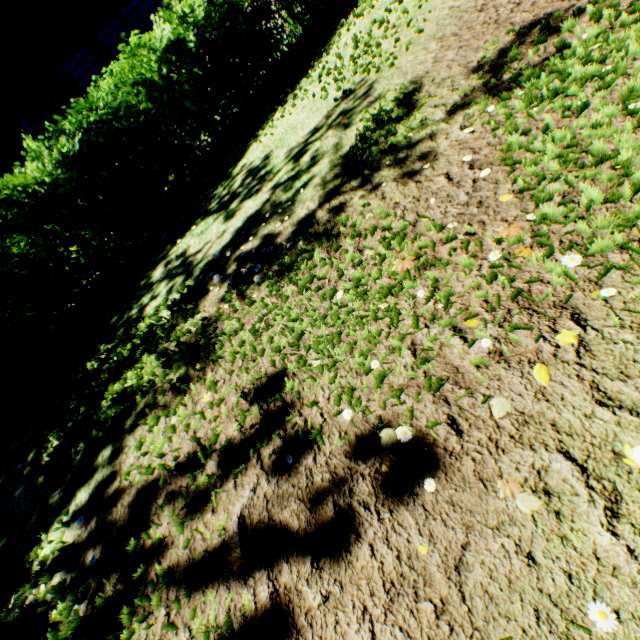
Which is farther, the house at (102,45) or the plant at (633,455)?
the house at (102,45)

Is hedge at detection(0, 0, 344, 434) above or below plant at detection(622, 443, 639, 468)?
above

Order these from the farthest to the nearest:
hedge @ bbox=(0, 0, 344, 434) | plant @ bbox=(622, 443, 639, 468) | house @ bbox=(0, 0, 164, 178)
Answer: house @ bbox=(0, 0, 164, 178) < hedge @ bbox=(0, 0, 344, 434) < plant @ bbox=(622, 443, 639, 468)

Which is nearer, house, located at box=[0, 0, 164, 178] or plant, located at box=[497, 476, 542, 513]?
plant, located at box=[497, 476, 542, 513]

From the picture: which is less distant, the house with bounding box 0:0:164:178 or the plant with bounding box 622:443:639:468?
the plant with bounding box 622:443:639:468

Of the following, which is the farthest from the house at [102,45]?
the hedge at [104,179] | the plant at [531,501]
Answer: the plant at [531,501]

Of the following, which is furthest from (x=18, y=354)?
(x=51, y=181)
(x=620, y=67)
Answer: (x=620, y=67)

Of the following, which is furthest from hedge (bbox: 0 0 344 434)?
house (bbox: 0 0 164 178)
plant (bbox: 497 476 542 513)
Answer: plant (bbox: 497 476 542 513)
